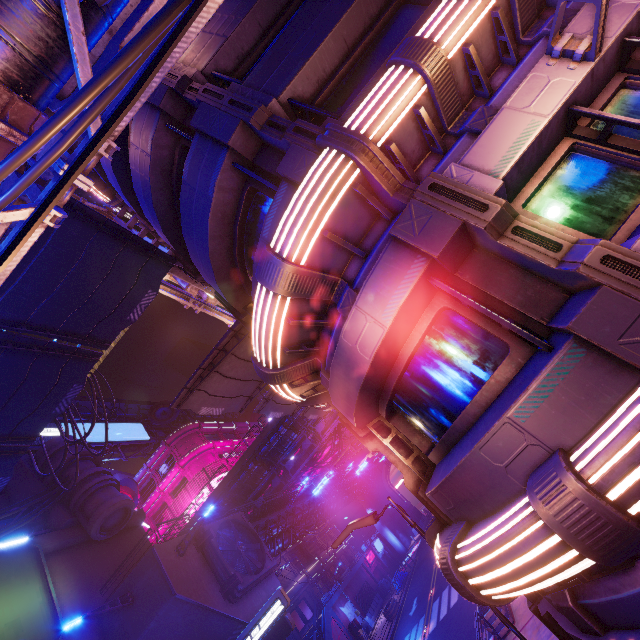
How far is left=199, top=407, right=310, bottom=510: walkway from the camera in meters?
32.8 m

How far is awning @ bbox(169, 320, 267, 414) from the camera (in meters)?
10.86

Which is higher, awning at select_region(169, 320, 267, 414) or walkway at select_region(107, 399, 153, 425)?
walkway at select_region(107, 399, 153, 425)

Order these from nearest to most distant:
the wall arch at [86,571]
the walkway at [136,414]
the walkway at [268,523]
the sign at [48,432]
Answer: the wall arch at [86,571] < the walkway at [268,523] < the sign at [48,432] < the walkway at [136,414]

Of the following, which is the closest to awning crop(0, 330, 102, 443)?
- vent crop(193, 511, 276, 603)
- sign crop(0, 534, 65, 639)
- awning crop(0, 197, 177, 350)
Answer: awning crop(0, 197, 177, 350)

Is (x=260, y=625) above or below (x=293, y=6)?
below

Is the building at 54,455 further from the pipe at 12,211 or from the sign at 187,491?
the sign at 187,491
